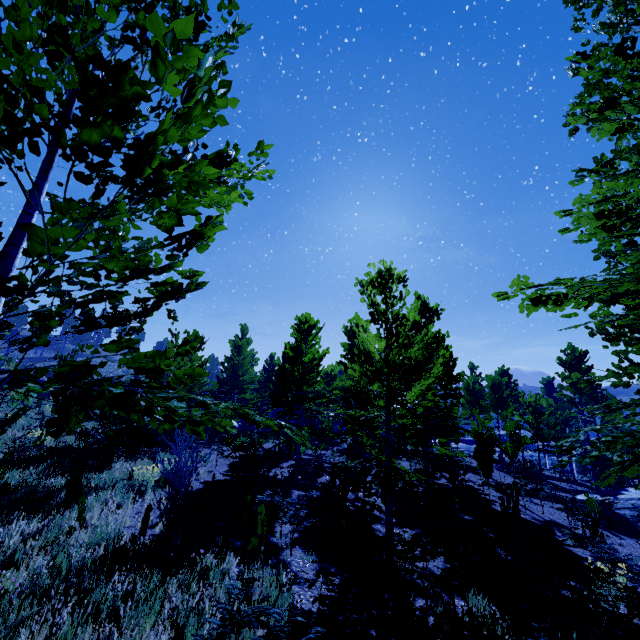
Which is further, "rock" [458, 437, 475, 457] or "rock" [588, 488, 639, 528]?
"rock" [458, 437, 475, 457]

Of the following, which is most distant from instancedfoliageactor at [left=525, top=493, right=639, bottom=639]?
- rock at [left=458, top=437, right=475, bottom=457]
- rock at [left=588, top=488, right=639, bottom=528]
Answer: rock at [left=458, top=437, right=475, bottom=457]

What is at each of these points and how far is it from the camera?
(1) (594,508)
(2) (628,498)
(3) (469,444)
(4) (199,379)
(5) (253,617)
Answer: (1) instancedfoliageactor, 9.8 meters
(2) rock, 15.1 meters
(3) rock, 55.2 meters
(4) instancedfoliageactor, 2.0 meters
(5) instancedfoliageactor, 2.9 meters

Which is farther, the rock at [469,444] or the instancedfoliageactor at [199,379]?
the rock at [469,444]

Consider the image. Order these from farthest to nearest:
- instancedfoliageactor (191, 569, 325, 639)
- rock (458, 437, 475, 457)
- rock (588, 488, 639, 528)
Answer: rock (458, 437, 475, 457)
rock (588, 488, 639, 528)
instancedfoliageactor (191, 569, 325, 639)

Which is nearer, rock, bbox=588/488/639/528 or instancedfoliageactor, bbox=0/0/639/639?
instancedfoliageactor, bbox=0/0/639/639
